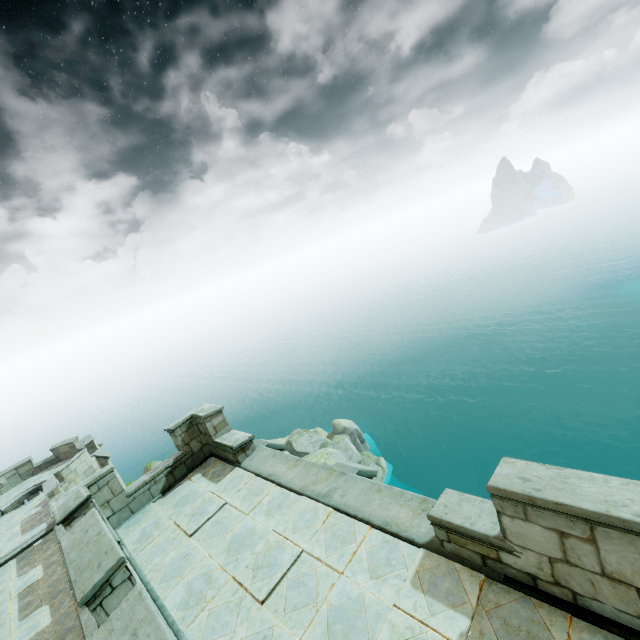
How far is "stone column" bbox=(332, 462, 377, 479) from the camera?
6.6 meters

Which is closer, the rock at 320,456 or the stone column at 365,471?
the stone column at 365,471

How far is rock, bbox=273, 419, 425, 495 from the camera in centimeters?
3028cm

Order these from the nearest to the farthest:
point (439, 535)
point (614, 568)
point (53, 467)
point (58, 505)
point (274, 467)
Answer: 1. point (614, 568)
2. point (439, 535)
3. point (58, 505)
4. point (274, 467)
5. point (53, 467)

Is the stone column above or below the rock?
above

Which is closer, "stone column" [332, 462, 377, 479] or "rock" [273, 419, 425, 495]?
"stone column" [332, 462, 377, 479]

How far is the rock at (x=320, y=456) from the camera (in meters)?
30.28
